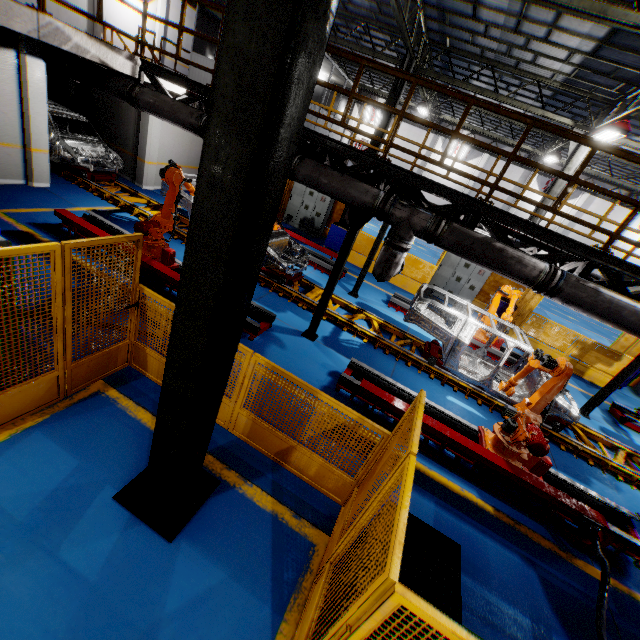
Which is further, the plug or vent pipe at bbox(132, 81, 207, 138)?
vent pipe at bbox(132, 81, 207, 138)

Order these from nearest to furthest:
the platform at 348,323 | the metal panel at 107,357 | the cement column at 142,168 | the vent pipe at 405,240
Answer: the metal panel at 107,357
the vent pipe at 405,240
the platform at 348,323
the cement column at 142,168

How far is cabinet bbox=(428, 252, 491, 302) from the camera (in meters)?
14.01

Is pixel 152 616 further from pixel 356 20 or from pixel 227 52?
pixel 356 20

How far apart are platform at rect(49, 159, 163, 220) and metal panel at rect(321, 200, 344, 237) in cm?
456

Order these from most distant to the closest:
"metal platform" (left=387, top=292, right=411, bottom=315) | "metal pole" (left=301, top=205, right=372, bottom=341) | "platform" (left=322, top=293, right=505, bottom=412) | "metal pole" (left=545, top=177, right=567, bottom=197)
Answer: "metal pole" (left=545, top=177, right=567, bottom=197) < "metal platform" (left=387, top=292, right=411, bottom=315) < "platform" (left=322, top=293, right=505, bottom=412) < "metal pole" (left=301, top=205, right=372, bottom=341)

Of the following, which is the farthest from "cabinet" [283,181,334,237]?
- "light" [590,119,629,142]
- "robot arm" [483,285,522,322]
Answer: "light" [590,119,629,142]

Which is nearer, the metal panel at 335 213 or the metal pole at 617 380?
the metal pole at 617 380
